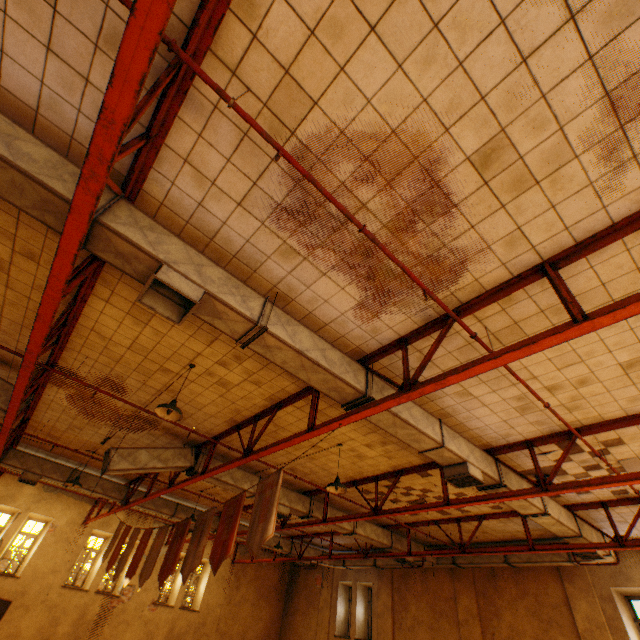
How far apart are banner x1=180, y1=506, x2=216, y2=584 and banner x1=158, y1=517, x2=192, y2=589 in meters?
0.3 m

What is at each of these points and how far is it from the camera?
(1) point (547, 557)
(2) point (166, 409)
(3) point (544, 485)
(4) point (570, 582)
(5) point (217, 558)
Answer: (1) vent duct, 10.41m
(2) lamp, 5.54m
(3) metal beam, 5.88m
(4) wall pilaster, 10.52m
(5) banner, 5.38m

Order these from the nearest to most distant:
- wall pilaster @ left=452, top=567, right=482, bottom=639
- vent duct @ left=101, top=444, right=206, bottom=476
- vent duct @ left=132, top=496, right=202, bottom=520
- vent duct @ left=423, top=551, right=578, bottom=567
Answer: vent duct @ left=101, top=444, right=206, bottom=476 → vent duct @ left=423, top=551, right=578, bottom=567 → wall pilaster @ left=452, top=567, right=482, bottom=639 → vent duct @ left=132, top=496, right=202, bottom=520

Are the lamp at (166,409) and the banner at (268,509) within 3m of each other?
yes

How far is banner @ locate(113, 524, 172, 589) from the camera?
7.1 meters

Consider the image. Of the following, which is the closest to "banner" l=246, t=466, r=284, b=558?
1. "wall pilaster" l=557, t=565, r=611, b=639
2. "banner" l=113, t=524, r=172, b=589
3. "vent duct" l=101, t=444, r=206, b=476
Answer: "vent duct" l=101, t=444, r=206, b=476

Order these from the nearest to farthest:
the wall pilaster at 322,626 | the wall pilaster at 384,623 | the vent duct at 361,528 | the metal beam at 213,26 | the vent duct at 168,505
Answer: the metal beam at 213,26 → the vent duct at 361,528 → the vent duct at 168,505 → the wall pilaster at 384,623 → the wall pilaster at 322,626

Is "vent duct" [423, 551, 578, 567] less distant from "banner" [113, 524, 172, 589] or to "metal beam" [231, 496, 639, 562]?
"metal beam" [231, 496, 639, 562]
